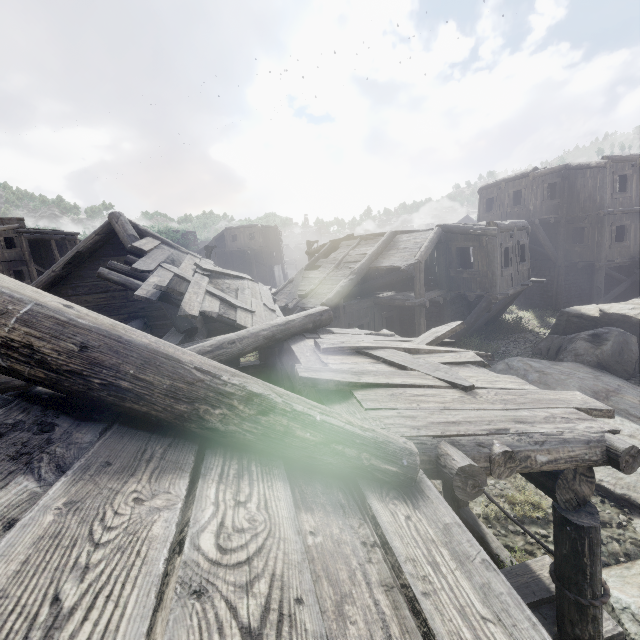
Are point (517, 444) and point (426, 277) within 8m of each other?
no

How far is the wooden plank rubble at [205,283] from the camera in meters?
6.4 m

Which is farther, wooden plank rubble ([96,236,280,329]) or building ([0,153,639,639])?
wooden plank rubble ([96,236,280,329])

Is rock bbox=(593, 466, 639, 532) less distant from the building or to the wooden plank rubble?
the building

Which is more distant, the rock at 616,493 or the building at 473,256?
the rock at 616,493

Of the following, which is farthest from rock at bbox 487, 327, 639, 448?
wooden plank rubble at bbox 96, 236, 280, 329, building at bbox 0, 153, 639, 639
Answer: wooden plank rubble at bbox 96, 236, 280, 329

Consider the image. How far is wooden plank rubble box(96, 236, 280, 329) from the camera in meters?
6.4 m
